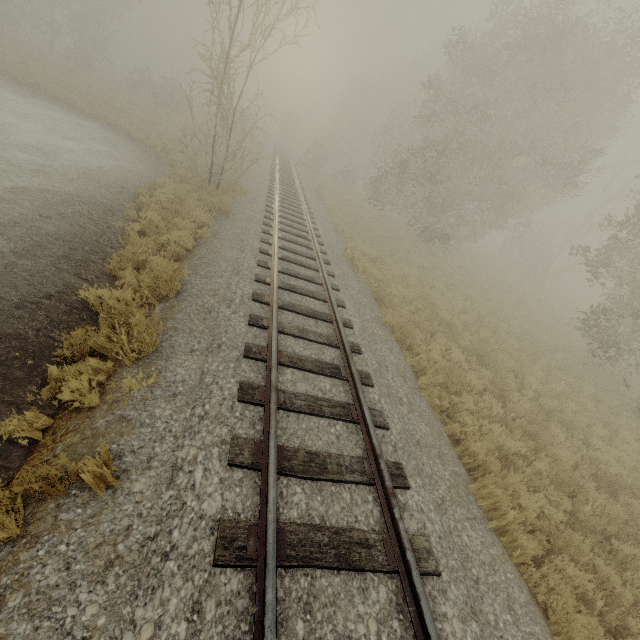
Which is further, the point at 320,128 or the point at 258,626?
the point at 320,128

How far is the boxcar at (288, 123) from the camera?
56.31m

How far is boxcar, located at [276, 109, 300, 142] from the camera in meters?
56.3 m
